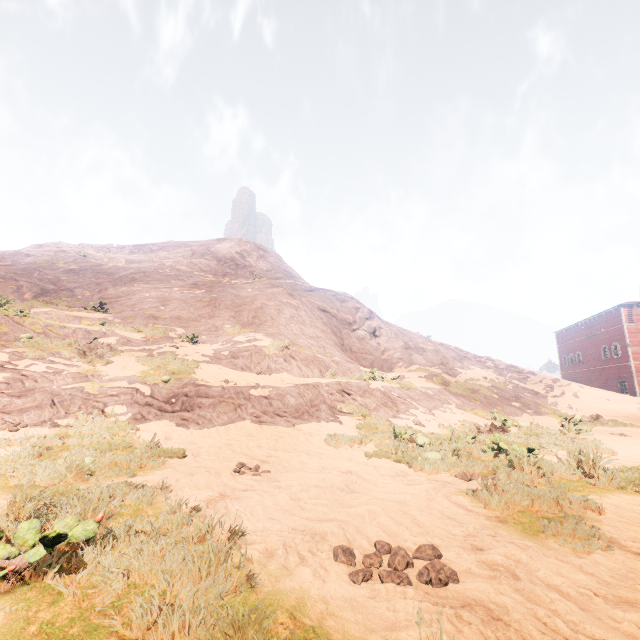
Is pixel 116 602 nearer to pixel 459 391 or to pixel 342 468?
pixel 342 468

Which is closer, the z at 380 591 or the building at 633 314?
the z at 380 591

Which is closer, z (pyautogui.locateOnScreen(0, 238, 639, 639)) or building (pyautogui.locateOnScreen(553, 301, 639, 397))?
z (pyautogui.locateOnScreen(0, 238, 639, 639))
